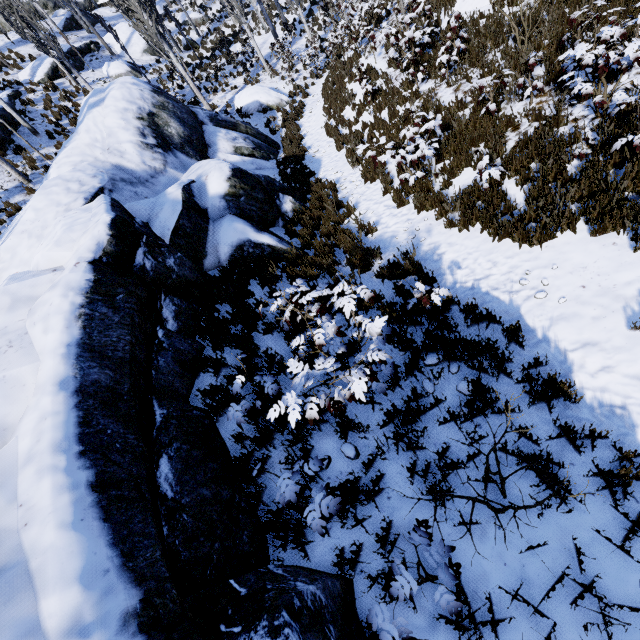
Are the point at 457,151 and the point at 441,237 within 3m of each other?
yes

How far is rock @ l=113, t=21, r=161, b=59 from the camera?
25.20m

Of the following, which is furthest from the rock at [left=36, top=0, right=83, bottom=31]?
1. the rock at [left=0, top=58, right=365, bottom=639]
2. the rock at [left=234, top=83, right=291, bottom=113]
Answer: the rock at [left=234, top=83, right=291, bottom=113]

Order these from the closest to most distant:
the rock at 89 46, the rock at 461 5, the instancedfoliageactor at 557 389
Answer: the instancedfoliageactor at 557 389
the rock at 461 5
the rock at 89 46

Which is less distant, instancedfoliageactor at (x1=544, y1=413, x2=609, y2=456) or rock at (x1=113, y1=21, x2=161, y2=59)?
instancedfoliageactor at (x1=544, y1=413, x2=609, y2=456)

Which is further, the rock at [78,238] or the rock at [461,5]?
the rock at [461,5]

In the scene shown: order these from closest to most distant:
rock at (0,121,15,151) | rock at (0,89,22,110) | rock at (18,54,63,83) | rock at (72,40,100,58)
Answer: rock at (0,121,15,151)
rock at (0,89,22,110)
rock at (18,54,63,83)
rock at (72,40,100,58)

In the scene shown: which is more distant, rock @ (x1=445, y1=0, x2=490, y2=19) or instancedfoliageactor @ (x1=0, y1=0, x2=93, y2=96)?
instancedfoliageactor @ (x1=0, y1=0, x2=93, y2=96)
